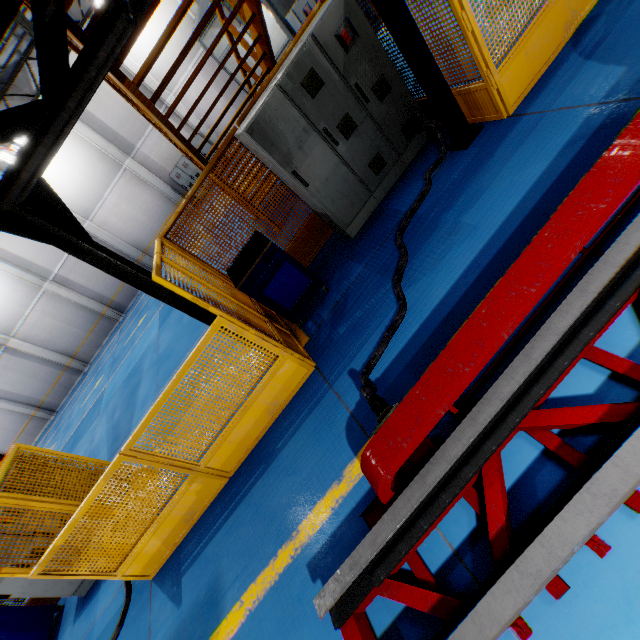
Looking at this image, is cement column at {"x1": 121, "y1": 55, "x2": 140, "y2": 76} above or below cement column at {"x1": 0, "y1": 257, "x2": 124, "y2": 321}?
above

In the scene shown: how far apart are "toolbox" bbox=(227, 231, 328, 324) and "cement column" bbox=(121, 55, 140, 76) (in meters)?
16.52

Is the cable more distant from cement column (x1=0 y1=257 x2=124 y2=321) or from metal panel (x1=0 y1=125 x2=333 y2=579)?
cement column (x1=0 y1=257 x2=124 y2=321)

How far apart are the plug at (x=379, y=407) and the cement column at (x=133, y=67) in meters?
19.8 m

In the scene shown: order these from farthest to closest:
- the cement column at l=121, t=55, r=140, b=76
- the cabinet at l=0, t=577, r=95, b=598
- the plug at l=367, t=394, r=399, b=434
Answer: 1. the cement column at l=121, t=55, r=140, b=76
2. the cabinet at l=0, t=577, r=95, b=598
3. the plug at l=367, t=394, r=399, b=434

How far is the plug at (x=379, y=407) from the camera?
2.47m

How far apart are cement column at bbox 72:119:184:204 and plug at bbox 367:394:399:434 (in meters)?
19.49

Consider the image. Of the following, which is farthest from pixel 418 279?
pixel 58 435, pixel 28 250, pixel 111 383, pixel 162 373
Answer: pixel 28 250
